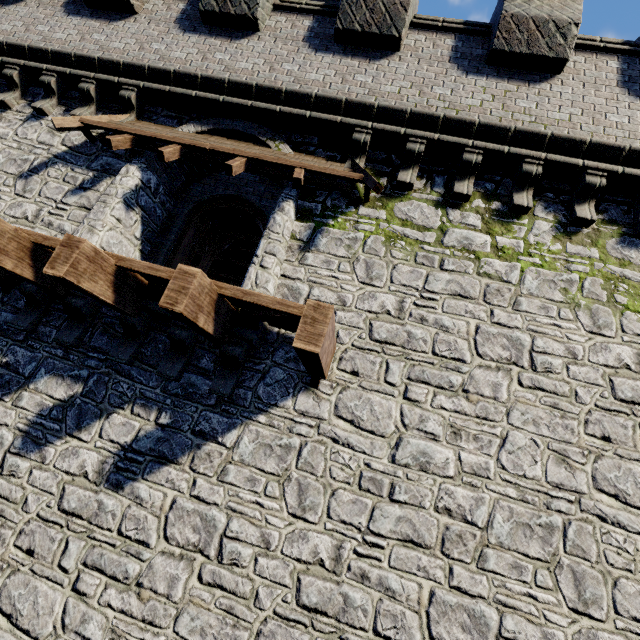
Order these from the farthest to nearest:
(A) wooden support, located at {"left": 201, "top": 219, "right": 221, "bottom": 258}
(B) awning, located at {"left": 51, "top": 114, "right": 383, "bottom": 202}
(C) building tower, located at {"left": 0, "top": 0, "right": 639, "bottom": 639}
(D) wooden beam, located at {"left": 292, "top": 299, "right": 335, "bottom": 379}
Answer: (A) wooden support, located at {"left": 201, "top": 219, "right": 221, "bottom": 258}, (B) awning, located at {"left": 51, "top": 114, "right": 383, "bottom": 202}, (C) building tower, located at {"left": 0, "top": 0, "right": 639, "bottom": 639}, (D) wooden beam, located at {"left": 292, "top": 299, "right": 335, "bottom": 379}

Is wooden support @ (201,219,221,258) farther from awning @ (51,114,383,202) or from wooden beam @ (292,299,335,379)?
wooden beam @ (292,299,335,379)

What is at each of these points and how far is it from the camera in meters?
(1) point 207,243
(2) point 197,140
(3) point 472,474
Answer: (1) wooden support, 13.0
(2) awning, 6.2
(3) building tower, 4.3

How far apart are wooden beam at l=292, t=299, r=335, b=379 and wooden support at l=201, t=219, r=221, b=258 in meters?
9.7 m

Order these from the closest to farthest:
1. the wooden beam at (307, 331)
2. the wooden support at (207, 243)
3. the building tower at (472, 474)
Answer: the wooden beam at (307, 331) → the building tower at (472, 474) → the wooden support at (207, 243)

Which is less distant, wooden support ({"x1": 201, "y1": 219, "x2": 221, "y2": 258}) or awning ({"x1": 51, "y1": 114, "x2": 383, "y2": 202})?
awning ({"x1": 51, "y1": 114, "x2": 383, "y2": 202})

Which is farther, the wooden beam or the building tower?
the building tower

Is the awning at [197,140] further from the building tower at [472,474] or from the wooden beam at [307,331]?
the wooden beam at [307,331]
